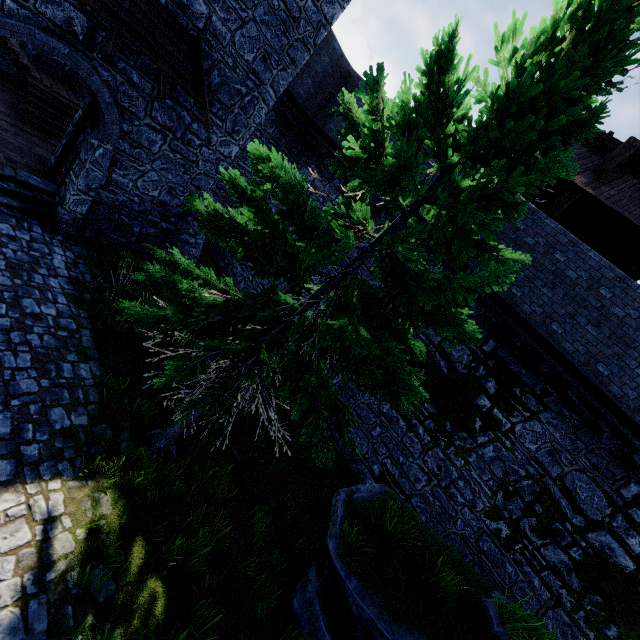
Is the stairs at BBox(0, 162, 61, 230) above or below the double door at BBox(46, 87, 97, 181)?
below

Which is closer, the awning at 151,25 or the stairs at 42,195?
the awning at 151,25

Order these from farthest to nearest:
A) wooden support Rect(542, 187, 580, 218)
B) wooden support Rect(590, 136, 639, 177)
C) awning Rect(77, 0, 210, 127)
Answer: wooden support Rect(542, 187, 580, 218), wooden support Rect(590, 136, 639, 177), awning Rect(77, 0, 210, 127)

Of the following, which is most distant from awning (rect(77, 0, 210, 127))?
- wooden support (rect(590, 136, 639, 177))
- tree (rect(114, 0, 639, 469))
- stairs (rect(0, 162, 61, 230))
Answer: wooden support (rect(590, 136, 639, 177))

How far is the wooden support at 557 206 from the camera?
10.2m

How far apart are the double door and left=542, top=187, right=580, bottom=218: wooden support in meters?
13.5 m

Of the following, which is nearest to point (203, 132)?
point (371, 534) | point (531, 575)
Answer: point (371, 534)

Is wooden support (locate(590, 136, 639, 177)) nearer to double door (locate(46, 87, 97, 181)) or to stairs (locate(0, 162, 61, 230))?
double door (locate(46, 87, 97, 181))
